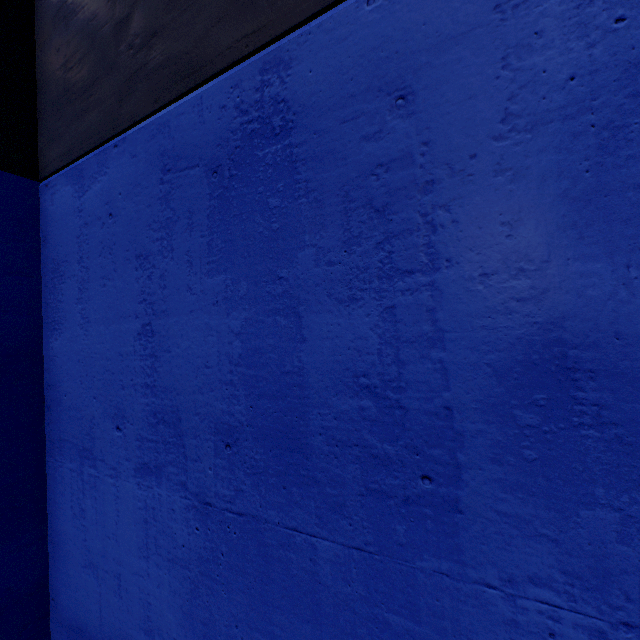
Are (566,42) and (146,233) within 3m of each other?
yes
